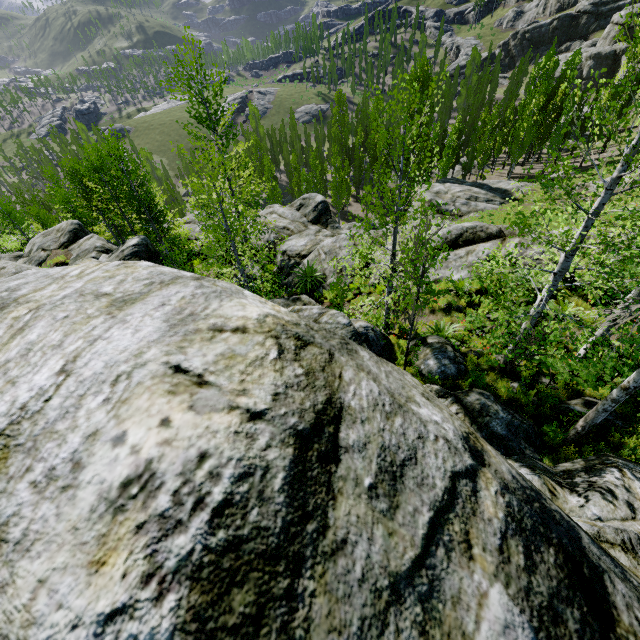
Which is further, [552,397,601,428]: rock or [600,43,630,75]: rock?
[600,43,630,75]: rock

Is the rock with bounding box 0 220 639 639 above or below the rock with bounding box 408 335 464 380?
above

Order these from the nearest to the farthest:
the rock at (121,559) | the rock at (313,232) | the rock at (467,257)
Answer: the rock at (121,559), the rock at (467,257), the rock at (313,232)

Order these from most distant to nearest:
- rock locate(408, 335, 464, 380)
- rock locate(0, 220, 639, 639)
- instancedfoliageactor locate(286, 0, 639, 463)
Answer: rock locate(408, 335, 464, 380) < instancedfoliageactor locate(286, 0, 639, 463) < rock locate(0, 220, 639, 639)

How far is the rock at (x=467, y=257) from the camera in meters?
13.3 m

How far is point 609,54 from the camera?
59.47m

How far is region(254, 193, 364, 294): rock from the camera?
16.2 meters
